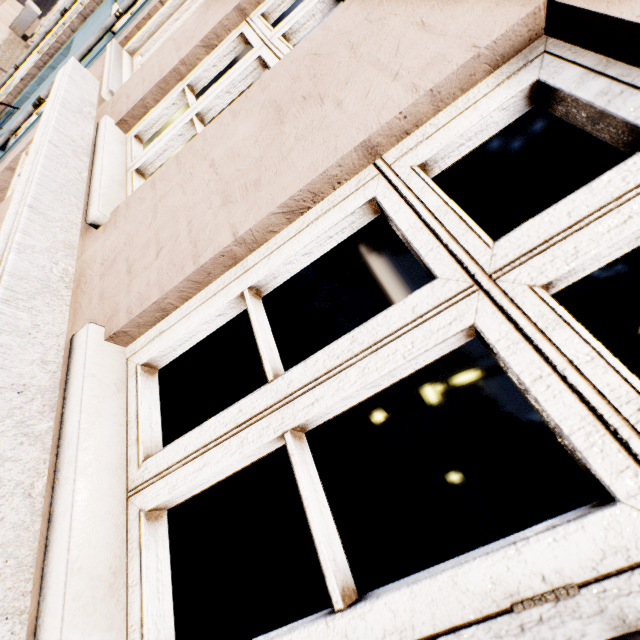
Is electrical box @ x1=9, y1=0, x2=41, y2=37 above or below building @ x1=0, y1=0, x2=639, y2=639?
below

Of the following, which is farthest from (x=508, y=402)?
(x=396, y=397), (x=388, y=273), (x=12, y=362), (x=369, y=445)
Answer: (x=12, y=362)

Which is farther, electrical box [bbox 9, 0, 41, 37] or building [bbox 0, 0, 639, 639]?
electrical box [bbox 9, 0, 41, 37]

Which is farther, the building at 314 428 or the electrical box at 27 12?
the electrical box at 27 12

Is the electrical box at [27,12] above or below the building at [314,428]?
below
